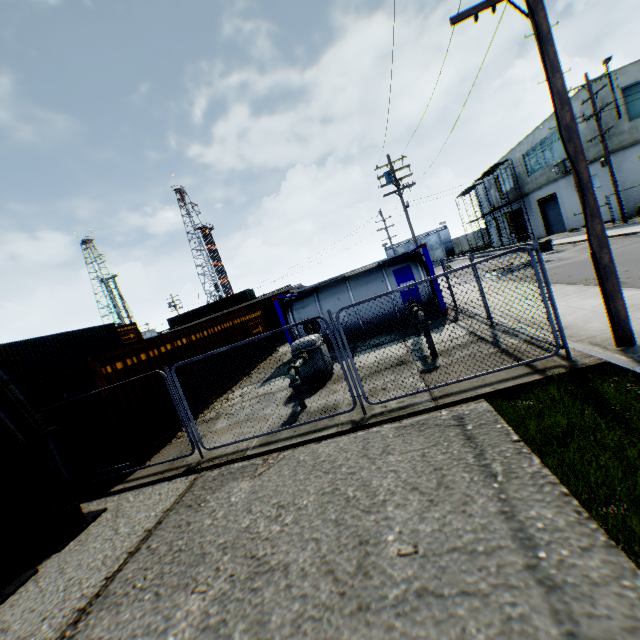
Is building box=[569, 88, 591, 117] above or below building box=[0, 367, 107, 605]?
above

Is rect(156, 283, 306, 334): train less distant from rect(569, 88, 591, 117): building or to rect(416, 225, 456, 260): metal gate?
rect(569, 88, 591, 117): building

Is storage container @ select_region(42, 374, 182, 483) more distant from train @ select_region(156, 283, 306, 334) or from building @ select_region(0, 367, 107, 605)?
train @ select_region(156, 283, 306, 334)

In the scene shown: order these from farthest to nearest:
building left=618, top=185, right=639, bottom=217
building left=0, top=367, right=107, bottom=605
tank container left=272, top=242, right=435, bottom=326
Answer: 1. building left=618, top=185, right=639, bottom=217
2. tank container left=272, top=242, right=435, bottom=326
3. building left=0, top=367, right=107, bottom=605

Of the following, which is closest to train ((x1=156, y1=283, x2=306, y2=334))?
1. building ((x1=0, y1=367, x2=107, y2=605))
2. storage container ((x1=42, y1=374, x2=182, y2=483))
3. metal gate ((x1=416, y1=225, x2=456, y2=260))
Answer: storage container ((x1=42, y1=374, x2=182, y2=483))

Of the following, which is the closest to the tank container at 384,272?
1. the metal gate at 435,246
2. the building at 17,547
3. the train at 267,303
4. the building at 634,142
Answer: the train at 267,303

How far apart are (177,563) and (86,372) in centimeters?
609cm

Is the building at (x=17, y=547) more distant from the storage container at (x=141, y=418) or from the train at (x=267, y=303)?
the train at (x=267, y=303)
